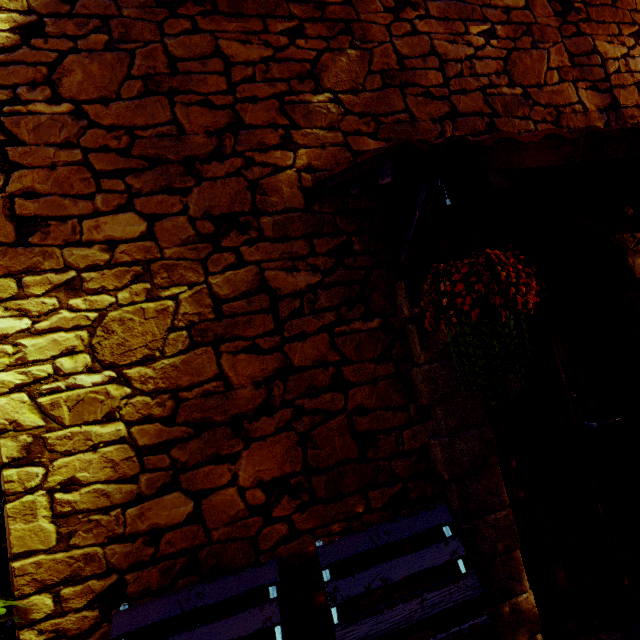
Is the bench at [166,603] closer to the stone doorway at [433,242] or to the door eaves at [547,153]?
the stone doorway at [433,242]

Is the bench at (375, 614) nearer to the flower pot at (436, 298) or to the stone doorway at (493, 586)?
the stone doorway at (493, 586)

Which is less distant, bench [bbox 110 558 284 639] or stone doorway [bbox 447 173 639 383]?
bench [bbox 110 558 284 639]

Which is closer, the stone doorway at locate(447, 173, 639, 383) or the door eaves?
the door eaves

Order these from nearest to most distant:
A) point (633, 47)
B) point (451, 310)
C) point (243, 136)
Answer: point (451, 310) → point (243, 136) → point (633, 47)

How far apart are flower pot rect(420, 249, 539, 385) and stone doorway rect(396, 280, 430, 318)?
0.33m
